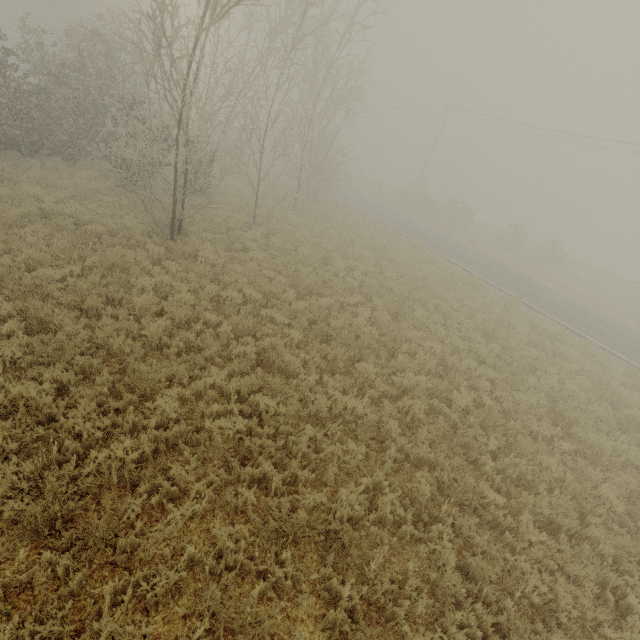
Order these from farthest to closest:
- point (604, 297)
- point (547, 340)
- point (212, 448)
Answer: point (604, 297) → point (547, 340) → point (212, 448)
